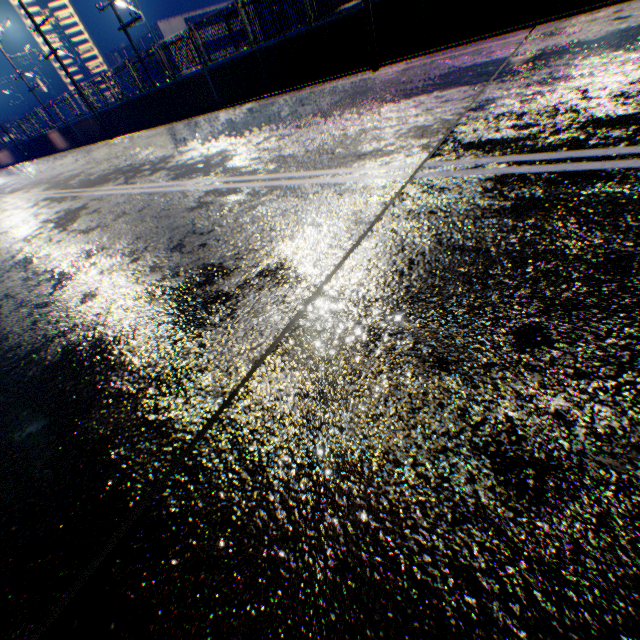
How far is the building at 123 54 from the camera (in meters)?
48.31

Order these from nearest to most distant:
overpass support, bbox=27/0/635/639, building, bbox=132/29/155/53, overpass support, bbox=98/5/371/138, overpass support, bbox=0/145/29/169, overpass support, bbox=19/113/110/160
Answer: overpass support, bbox=27/0/635/639 → overpass support, bbox=98/5/371/138 → overpass support, bbox=19/113/110/160 → overpass support, bbox=0/145/29/169 → building, bbox=132/29/155/53

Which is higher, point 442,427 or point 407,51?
point 407,51

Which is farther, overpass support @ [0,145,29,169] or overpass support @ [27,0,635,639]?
overpass support @ [0,145,29,169]

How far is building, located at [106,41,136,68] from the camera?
48.3m

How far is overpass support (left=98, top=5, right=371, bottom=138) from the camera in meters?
9.2 m

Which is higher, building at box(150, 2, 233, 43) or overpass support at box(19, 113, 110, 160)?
building at box(150, 2, 233, 43)
